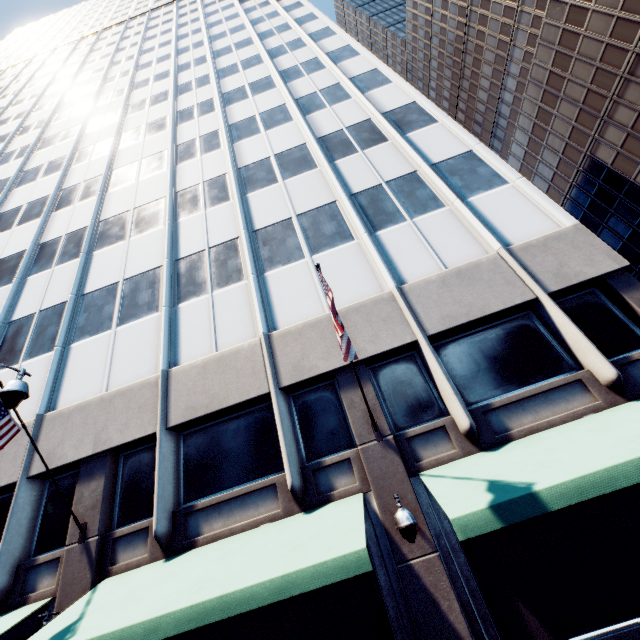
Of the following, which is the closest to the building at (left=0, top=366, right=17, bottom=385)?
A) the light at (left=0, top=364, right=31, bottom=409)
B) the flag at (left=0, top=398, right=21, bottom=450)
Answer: the flag at (left=0, top=398, right=21, bottom=450)

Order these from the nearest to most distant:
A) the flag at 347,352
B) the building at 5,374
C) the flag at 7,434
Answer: the flag at 347,352
the flag at 7,434
the building at 5,374

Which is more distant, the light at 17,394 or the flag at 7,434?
the flag at 7,434

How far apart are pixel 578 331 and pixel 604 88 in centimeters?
4248cm

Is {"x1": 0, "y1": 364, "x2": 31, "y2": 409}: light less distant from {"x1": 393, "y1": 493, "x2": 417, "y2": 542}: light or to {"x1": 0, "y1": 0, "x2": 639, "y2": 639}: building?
{"x1": 0, "y1": 0, "x2": 639, "y2": 639}: building

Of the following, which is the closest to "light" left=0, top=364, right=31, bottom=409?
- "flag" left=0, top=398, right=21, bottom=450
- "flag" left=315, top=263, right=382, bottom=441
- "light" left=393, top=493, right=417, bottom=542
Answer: "flag" left=0, top=398, right=21, bottom=450

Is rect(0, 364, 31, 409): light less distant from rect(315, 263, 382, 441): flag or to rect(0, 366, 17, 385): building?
rect(0, 366, 17, 385): building
